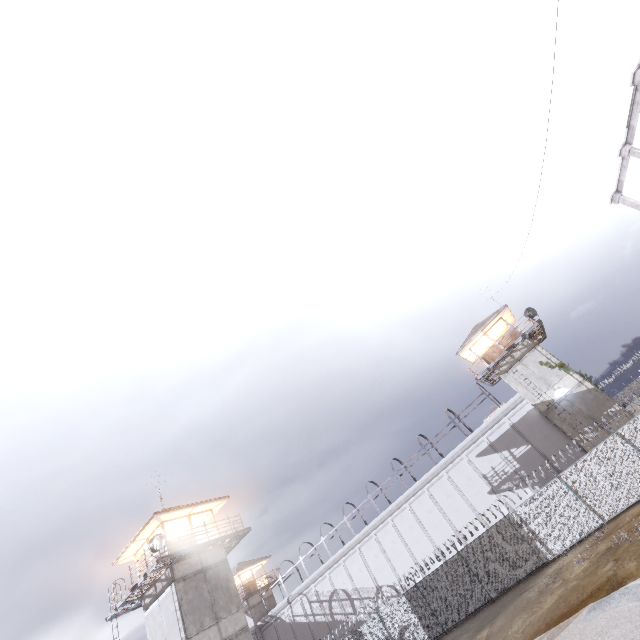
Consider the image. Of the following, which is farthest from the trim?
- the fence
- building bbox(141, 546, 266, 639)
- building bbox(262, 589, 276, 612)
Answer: building bbox(262, 589, 276, 612)

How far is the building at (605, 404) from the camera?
23.97m

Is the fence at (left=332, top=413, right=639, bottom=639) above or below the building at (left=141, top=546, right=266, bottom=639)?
below

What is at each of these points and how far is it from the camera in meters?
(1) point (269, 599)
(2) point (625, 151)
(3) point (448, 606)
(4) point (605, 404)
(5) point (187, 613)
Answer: (1) building, 41.1
(2) trim, 10.3
(3) fence, 20.7
(4) building, 23.8
(5) building, 19.1

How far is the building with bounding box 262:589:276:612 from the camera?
40.3m

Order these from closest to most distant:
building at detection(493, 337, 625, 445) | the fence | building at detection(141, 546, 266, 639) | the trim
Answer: the trim → the fence → building at detection(141, 546, 266, 639) → building at detection(493, 337, 625, 445)

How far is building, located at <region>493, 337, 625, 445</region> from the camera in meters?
24.0 m

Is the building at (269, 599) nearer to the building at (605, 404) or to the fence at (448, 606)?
the fence at (448, 606)
